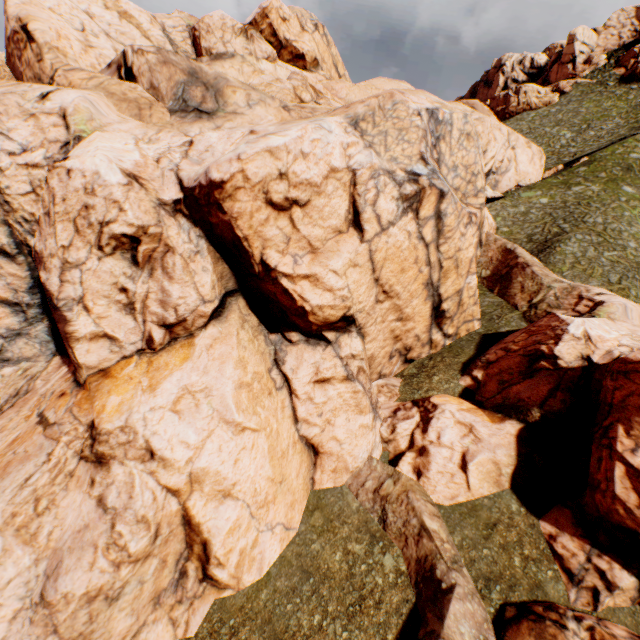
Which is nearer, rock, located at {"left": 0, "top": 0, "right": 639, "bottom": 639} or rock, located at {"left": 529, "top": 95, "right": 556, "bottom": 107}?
rock, located at {"left": 0, "top": 0, "right": 639, "bottom": 639}

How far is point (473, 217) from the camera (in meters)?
19.39

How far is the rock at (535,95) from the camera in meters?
59.3

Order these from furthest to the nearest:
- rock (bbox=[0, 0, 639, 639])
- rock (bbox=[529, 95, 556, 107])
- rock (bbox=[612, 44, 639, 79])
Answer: rock (bbox=[529, 95, 556, 107]) → rock (bbox=[612, 44, 639, 79]) → rock (bbox=[0, 0, 639, 639])

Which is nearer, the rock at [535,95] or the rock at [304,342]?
the rock at [304,342]

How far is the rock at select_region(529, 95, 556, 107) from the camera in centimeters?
5928cm
